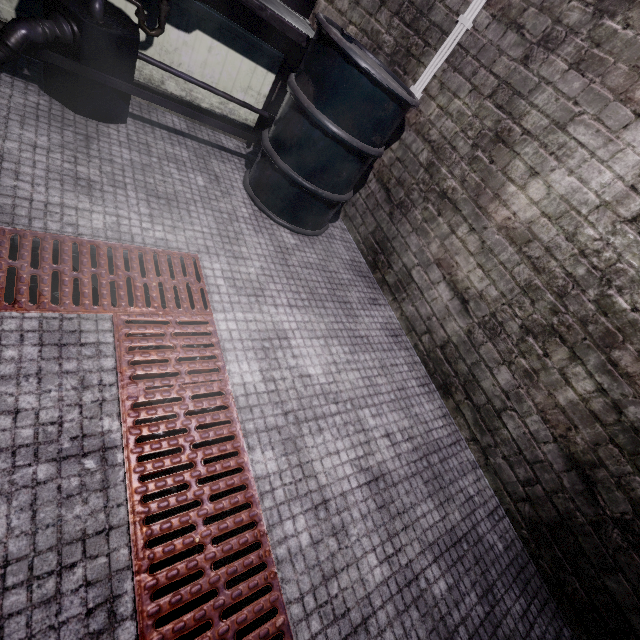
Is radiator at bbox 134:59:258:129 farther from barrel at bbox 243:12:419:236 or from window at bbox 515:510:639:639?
window at bbox 515:510:639:639

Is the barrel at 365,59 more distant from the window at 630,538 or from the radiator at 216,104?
the window at 630,538

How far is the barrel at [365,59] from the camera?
1.7m

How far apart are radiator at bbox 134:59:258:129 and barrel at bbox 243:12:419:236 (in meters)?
0.39

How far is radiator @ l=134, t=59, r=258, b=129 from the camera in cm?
207

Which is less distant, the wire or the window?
the window

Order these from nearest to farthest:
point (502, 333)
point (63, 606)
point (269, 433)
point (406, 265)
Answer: point (63, 606) < point (269, 433) < point (502, 333) < point (406, 265)

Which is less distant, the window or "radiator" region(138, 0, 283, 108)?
the window
